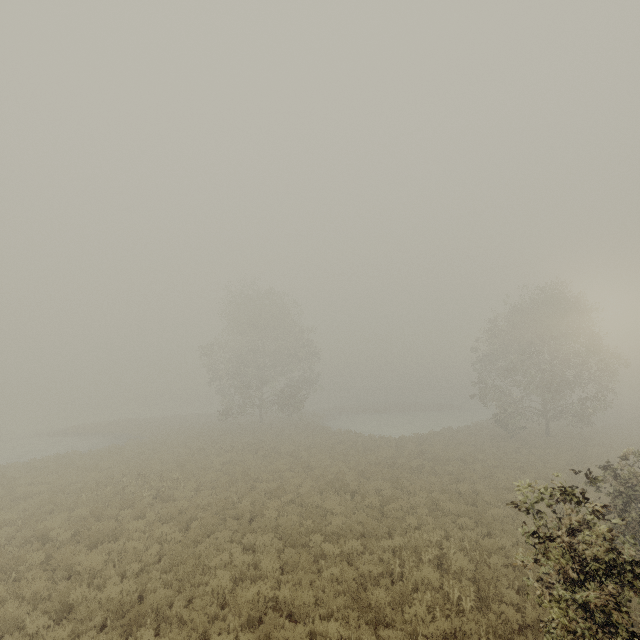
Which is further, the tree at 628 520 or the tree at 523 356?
the tree at 523 356

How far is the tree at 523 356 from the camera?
27.3 meters

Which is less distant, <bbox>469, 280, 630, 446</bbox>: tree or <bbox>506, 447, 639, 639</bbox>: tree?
<bbox>506, 447, 639, 639</bbox>: tree

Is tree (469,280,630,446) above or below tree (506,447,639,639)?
above

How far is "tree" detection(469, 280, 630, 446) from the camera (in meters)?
27.28

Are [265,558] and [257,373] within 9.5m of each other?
no
